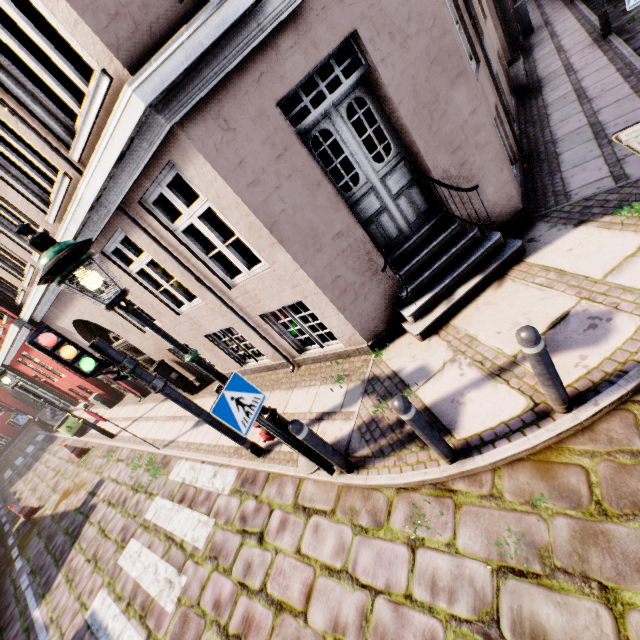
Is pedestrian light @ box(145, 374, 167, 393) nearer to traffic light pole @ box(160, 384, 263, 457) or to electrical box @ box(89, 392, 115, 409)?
traffic light pole @ box(160, 384, 263, 457)

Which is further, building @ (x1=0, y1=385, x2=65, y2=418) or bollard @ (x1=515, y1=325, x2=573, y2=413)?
building @ (x1=0, y1=385, x2=65, y2=418)

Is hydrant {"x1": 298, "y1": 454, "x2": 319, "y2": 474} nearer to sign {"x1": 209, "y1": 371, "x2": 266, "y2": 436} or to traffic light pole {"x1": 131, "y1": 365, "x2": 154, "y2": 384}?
sign {"x1": 209, "y1": 371, "x2": 266, "y2": 436}

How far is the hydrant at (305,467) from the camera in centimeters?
431cm

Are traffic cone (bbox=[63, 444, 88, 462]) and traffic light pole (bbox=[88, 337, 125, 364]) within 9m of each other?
no

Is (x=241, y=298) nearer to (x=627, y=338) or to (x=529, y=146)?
(x=627, y=338)

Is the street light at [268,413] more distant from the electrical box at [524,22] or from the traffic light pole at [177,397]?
the electrical box at [524,22]

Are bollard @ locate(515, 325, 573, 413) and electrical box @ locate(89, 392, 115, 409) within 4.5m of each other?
no
